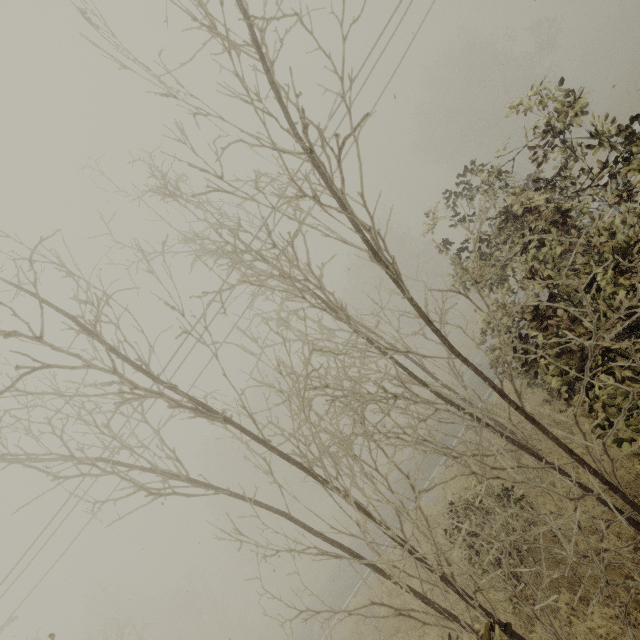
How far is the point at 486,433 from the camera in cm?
1238
